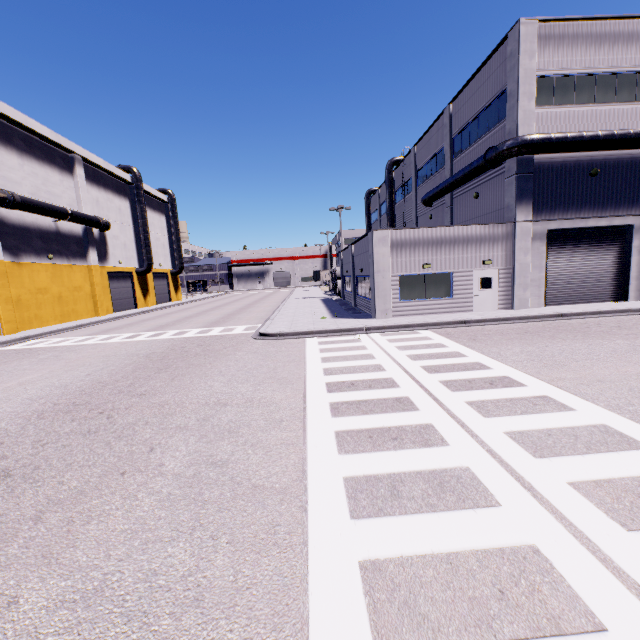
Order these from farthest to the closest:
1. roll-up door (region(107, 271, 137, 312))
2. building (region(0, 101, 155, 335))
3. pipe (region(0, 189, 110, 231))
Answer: roll-up door (region(107, 271, 137, 312))
building (region(0, 101, 155, 335))
pipe (region(0, 189, 110, 231))

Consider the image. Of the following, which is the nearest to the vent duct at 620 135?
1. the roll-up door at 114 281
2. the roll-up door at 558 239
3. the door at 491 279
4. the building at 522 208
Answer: the building at 522 208

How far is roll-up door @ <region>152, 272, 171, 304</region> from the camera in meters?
44.8

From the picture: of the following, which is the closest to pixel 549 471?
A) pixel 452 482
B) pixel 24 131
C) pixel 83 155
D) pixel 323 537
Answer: pixel 452 482

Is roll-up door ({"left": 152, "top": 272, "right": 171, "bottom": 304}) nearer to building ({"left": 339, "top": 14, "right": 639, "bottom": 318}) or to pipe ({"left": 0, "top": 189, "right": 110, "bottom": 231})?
building ({"left": 339, "top": 14, "right": 639, "bottom": 318})

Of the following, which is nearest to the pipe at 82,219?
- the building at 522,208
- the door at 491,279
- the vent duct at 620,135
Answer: the building at 522,208

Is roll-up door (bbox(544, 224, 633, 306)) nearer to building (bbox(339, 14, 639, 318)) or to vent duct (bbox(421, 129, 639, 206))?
building (bbox(339, 14, 639, 318))

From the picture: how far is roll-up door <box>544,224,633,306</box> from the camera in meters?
18.5 m
